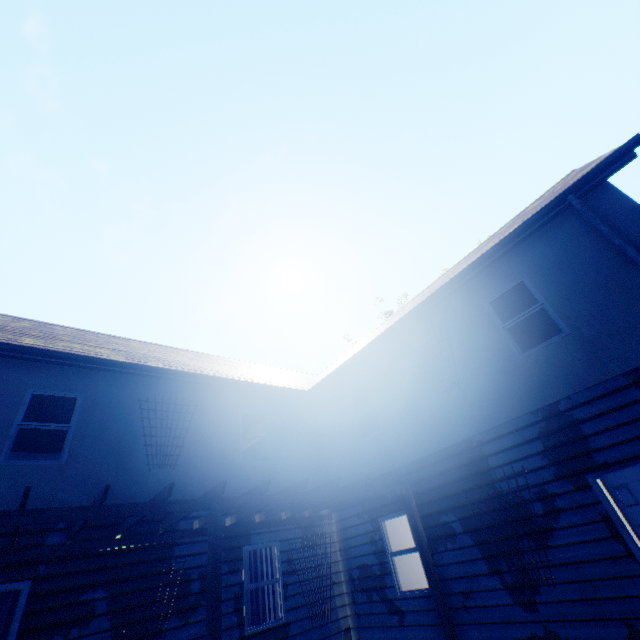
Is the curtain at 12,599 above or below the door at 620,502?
above

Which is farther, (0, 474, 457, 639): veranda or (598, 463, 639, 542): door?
(598, 463, 639, 542): door

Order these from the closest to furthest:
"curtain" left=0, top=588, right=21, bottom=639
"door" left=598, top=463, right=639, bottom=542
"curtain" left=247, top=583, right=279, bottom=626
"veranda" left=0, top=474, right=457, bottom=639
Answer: "veranda" left=0, top=474, right=457, bottom=639 → "door" left=598, top=463, right=639, bottom=542 → "curtain" left=0, top=588, right=21, bottom=639 → "curtain" left=247, top=583, right=279, bottom=626

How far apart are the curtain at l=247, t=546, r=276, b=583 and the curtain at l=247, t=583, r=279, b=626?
0.15m

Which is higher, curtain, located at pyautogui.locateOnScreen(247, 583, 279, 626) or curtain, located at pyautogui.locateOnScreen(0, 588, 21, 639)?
curtain, located at pyautogui.locateOnScreen(0, 588, 21, 639)

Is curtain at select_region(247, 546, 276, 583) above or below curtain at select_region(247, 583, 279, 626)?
above

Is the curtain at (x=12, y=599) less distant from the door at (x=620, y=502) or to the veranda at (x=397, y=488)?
the veranda at (x=397, y=488)

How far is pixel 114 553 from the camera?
6.4 meters
